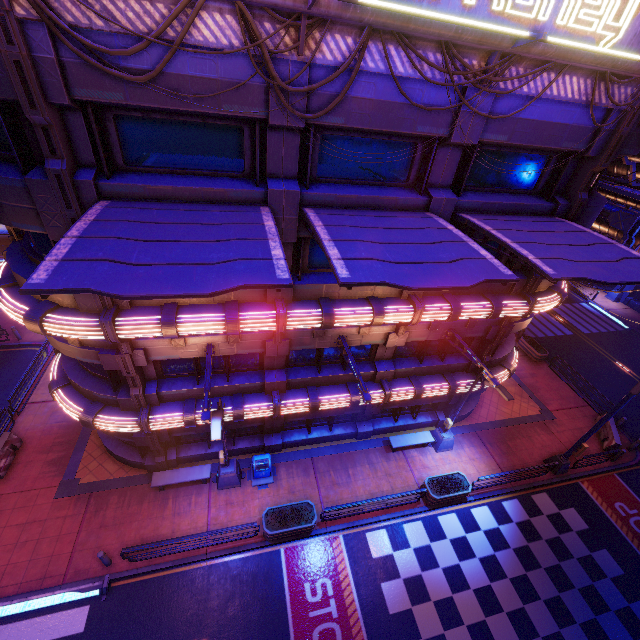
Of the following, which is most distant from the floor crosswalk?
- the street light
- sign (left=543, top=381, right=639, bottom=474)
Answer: sign (left=543, top=381, right=639, bottom=474)

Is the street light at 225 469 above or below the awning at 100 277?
below

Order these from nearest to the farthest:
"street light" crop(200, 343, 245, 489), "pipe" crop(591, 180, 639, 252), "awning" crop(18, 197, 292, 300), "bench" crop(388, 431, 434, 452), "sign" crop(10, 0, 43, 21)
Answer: "awning" crop(18, 197, 292, 300), "sign" crop(10, 0, 43, 21), "street light" crop(200, 343, 245, 489), "pipe" crop(591, 180, 639, 252), "bench" crop(388, 431, 434, 452)

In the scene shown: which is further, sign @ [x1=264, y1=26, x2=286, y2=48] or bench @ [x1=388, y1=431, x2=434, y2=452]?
bench @ [x1=388, y1=431, x2=434, y2=452]

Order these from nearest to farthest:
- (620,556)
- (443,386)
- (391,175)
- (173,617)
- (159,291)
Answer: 1. (159,291)
2. (391,175)
3. (173,617)
4. (620,556)
5. (443,386)

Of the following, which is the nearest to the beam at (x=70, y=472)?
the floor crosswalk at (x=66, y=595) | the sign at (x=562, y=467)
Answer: the floor crosswalk at (x=66, y=595)

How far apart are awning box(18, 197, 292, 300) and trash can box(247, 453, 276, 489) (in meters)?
10.91

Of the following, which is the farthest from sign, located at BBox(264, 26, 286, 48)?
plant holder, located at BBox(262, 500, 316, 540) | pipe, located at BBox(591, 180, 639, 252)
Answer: plant holder, located at BBox(262, 500, 316, 540)
